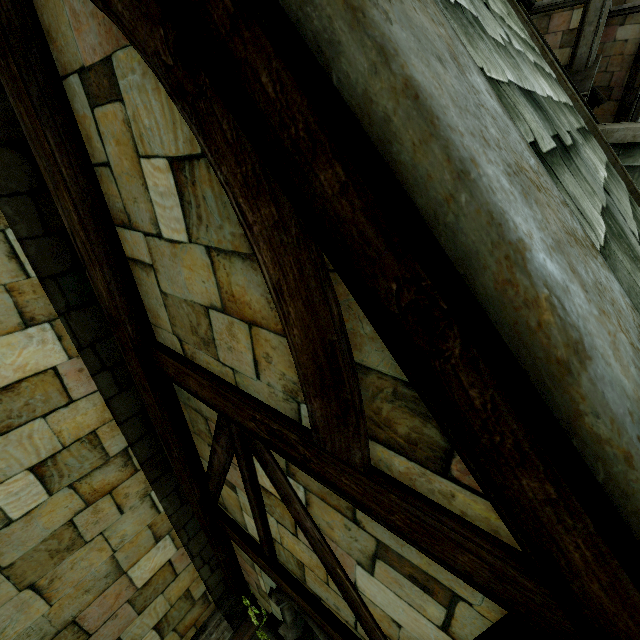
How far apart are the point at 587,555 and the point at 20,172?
3.6 meters

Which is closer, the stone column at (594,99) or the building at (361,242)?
the building at (361,242)

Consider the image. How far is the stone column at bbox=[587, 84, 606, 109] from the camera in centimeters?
1032cm

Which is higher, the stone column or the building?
the stone column

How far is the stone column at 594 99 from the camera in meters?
10.3

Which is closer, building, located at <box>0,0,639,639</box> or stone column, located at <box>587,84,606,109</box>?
building, located at <box>0,0,639,639</box>
